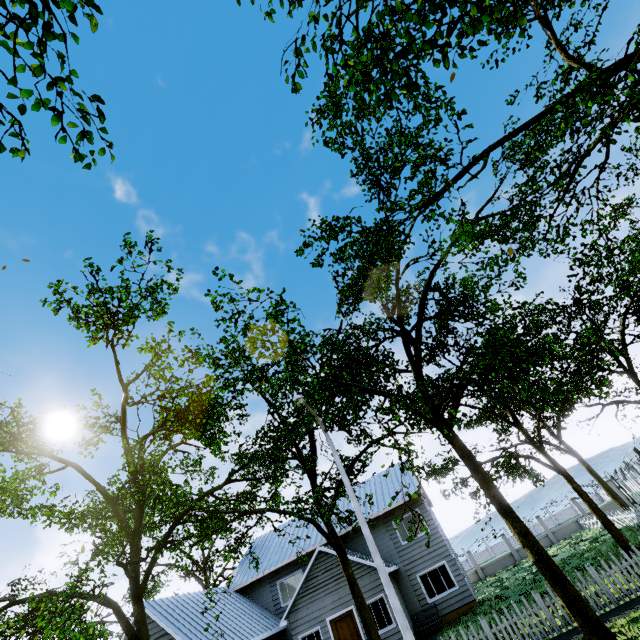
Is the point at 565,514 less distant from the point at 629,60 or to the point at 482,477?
the point at 482,477

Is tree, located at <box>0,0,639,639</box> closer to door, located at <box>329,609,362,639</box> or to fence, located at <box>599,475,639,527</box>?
fence, located at <box>599,475,639,527</box>

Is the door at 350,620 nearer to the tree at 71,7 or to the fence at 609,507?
the tree at 71,7

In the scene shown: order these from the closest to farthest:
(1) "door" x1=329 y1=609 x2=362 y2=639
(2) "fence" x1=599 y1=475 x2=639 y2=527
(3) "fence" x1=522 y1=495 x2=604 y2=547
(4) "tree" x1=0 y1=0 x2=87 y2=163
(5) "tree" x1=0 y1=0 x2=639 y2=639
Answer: (4) "tree" x1=0 y1=0 x2=87 y2=163, (5) "tree" x1=0 y1=0 x2=639 y2=639, (1) "door" x1=329 y1=609 x2=362 y2=639, (2) "fence" x1=599 y1=475 x2=639 y2=527, (3) "fence" x1=522 y1=495 x2=604 y2=547

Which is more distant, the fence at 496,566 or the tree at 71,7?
the fence at 496,566

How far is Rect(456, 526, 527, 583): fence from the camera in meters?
27.0 m
